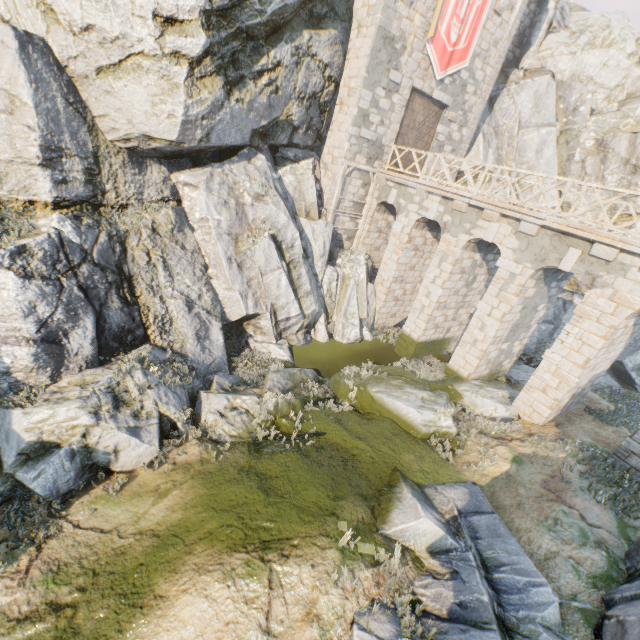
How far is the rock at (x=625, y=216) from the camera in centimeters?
2103cm

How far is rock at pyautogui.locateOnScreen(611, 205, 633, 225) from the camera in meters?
21.0 m

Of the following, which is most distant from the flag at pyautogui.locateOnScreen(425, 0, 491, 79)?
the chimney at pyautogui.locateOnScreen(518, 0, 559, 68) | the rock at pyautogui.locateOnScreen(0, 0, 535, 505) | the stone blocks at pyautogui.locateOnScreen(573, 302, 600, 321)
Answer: the stone blocks at pyautogui.locateOnScreen(573, 302, 600, 321)

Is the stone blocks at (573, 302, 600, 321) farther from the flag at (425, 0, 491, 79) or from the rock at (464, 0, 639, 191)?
the flag at (425, 0, 491, 79)

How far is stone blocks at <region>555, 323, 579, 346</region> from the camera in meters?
10.6

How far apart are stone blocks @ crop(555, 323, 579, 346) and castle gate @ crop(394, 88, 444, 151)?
11.9m

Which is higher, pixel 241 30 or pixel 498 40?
pixel 498 40
